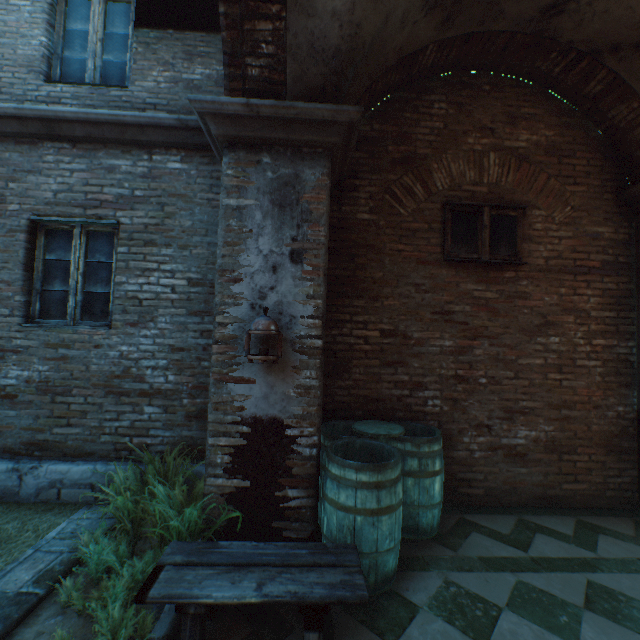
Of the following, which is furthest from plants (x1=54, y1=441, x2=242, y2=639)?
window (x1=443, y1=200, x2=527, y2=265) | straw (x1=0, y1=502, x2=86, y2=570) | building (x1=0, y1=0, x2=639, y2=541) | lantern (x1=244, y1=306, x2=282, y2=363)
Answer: window (x1=443, y1=200, x2=527, y2=265)

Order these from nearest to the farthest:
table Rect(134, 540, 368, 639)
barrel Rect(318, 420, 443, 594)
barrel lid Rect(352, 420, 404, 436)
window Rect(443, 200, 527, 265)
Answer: table Rect(134, 540, 368, 639), barrel Rect(318, 420, 443, 594), barrel lid Rect(352, 420, 404, 436), window Rect(443, 200, 527, 265)

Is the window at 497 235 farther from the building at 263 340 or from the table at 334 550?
the table at 334 550

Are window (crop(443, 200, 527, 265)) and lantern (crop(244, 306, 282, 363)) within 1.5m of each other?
no

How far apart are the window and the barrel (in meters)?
1.99

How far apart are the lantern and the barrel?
0.9m

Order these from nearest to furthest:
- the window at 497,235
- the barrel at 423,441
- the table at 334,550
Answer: the table at 334,550, the barrel at 423,441, the window at 497,235

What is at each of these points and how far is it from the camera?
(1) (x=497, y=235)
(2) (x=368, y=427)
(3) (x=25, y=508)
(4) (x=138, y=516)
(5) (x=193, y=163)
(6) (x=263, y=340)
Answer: (1) window, 4.04m
(2) barrel lid, 3.42m
(3) straw, 3.40m
(4) plants, 2.88m
(5) building, 3.94m
(6) building, 2.87m
